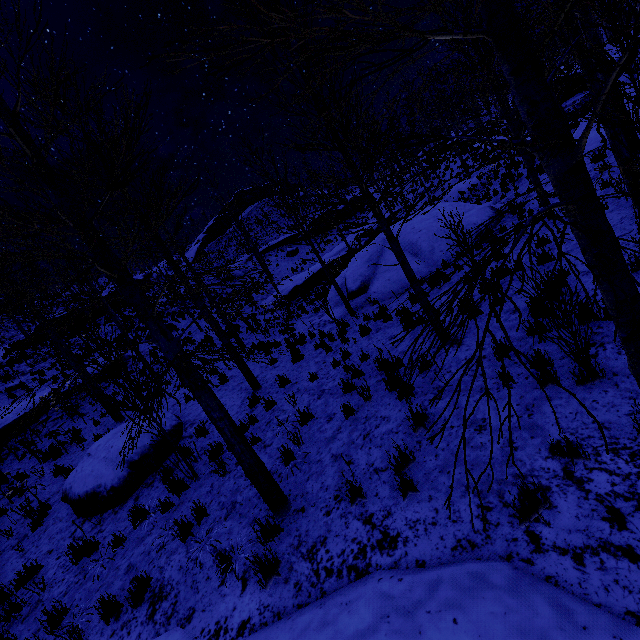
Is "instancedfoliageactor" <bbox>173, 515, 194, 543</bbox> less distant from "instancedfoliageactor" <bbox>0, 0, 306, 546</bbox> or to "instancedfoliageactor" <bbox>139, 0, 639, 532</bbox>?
"instancedfoliageactor" <bbox>0, 0, 306, 546</bbox>

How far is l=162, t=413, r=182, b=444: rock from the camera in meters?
9.2 m

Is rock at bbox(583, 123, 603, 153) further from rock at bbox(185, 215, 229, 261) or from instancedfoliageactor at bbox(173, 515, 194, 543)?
rock at bbox(185, 215, 229, 261)

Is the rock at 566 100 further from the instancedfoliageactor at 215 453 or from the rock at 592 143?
the instancedfoliageactor at 215 453

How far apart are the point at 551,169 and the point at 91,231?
5.2m

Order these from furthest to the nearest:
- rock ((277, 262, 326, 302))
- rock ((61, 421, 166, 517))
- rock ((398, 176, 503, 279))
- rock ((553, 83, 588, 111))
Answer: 1. rock ((277, 262, 326, 302))
2. rock ((553, 83, 588, 111))
3. rock ((398, 176, 503, 279))
4. rock ((61, 421, 166, 517))

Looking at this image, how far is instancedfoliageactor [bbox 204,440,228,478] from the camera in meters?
6.6 m

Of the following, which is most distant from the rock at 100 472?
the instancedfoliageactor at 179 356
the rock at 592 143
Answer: the rock at 592 143
